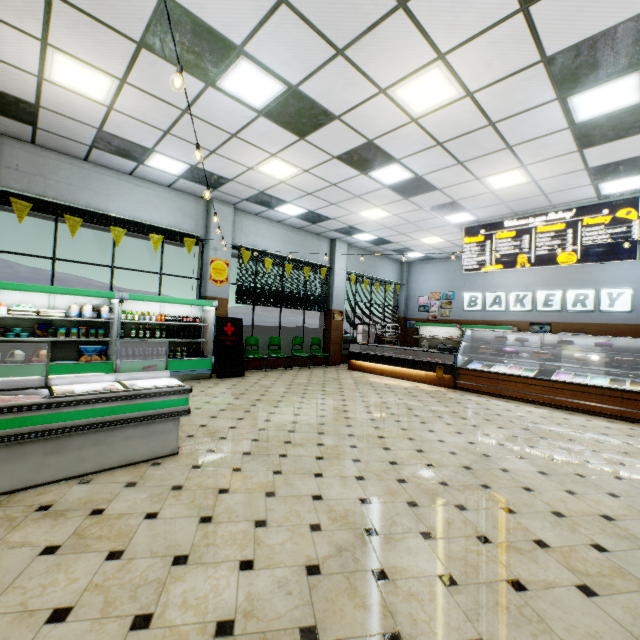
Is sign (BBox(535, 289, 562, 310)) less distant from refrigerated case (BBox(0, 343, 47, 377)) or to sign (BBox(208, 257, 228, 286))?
sign (BBox(208, 257, 228, 286))

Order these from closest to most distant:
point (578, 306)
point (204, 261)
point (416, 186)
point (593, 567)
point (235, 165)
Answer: point (593, 567)
point (235, 165)
point (416, 186)
point (204, 261)
point (578, 306)

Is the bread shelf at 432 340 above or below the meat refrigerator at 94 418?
above

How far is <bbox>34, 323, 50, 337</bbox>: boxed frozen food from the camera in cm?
650

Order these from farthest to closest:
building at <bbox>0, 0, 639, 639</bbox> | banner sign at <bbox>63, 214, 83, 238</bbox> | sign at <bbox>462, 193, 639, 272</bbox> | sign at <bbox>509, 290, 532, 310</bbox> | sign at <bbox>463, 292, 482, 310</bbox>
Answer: sign at <bbox>463, 292, 482, 310</bbox> → sign at <bbox>509, 290, 532, 310</bbox> → sign at <bbox>462, 193, 639, 272</bbox> → banner sign at <bbox>63, 214, 83, 238</bbox> → building at <bbox>0, 0, 639, 639</bbox>

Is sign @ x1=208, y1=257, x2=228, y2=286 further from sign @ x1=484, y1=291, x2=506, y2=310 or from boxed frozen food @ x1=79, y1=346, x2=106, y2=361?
sign @ x1=484, y1=291, x2=506, y2=310

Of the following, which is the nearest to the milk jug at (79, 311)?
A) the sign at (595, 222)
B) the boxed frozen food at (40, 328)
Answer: the boxed frozen food at (40, 328)

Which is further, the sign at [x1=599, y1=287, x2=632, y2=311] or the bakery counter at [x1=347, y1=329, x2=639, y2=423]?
the sign at [x1=599, y1=287, x2=632, y2=311]
